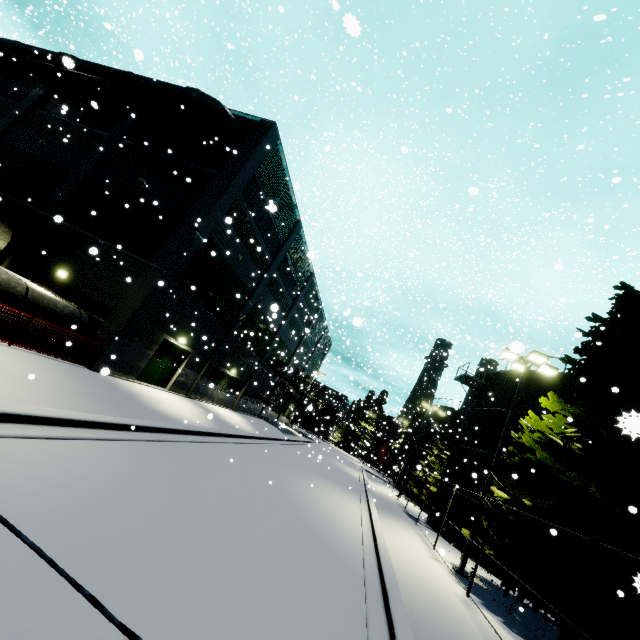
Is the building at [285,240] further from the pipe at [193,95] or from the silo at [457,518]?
the silo at [457,518]

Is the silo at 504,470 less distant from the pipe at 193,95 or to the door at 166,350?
the pipe at 193,95

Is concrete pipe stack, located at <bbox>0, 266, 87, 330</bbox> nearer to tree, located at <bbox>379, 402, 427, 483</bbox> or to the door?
the door

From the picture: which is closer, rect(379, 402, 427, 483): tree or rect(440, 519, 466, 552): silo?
rect(440, 519, 466, 552): silo

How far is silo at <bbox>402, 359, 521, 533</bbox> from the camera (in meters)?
21.09

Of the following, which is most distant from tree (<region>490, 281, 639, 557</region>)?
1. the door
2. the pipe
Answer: the door

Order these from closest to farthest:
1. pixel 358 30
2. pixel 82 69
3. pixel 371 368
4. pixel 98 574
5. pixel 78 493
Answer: pixel 358 30, pixel 98 574, pixel 78 493, pixel 82 69, pixel 371 368

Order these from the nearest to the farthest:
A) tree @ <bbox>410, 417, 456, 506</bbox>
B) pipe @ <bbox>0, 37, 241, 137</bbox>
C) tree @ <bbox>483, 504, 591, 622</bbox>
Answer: tree @ <bbox>483, 504, 591, 622</bbox> → pipe @ <bbox>0, 37, 241, 137</bbox> → tree @ <bbox>410, 417, 456, 506</bbox>
